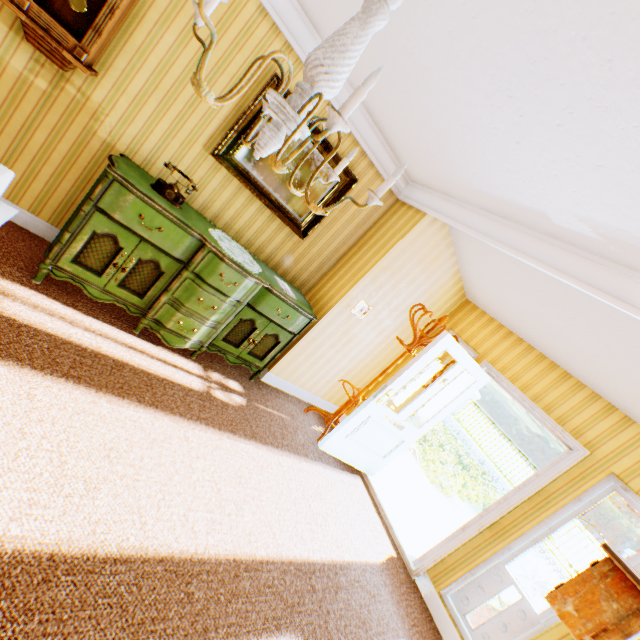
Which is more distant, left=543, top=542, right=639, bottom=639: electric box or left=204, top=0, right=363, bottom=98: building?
left=204, top=0, right=363, bottom=98: building

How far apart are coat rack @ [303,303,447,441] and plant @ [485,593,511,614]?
2.1 meters

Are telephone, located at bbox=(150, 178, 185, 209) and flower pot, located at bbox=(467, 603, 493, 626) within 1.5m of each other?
no

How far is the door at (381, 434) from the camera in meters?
3.8

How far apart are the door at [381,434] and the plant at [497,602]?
1.6m

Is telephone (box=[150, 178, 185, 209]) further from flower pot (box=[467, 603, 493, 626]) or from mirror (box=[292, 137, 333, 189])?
flower pot (box=[467, 603, 493, 626])

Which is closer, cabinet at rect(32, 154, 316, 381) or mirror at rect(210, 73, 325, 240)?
cabinet at rect(32, 154, 316, 381)

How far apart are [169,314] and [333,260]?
2.3 meters
